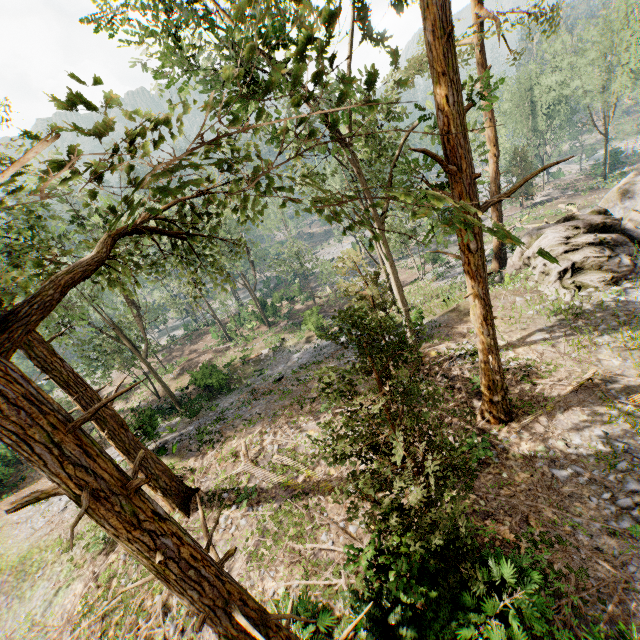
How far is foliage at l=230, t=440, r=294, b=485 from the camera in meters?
12.8 m

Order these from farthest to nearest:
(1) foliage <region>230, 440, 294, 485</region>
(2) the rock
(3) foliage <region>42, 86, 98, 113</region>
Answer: (2) the rock, (1) foliage <region>230, 440, 294, 485</region>, (3) foliage <region>42, 86, 98, 113</region>

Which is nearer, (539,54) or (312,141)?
(312,141)

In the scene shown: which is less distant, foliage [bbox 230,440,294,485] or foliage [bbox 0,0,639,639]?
foliage [bbox 0,0,639,639]

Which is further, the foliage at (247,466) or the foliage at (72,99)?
the foliage at (247,466)

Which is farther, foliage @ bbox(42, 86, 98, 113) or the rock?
the rock

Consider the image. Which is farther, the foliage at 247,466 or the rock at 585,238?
the rock at 585,238
